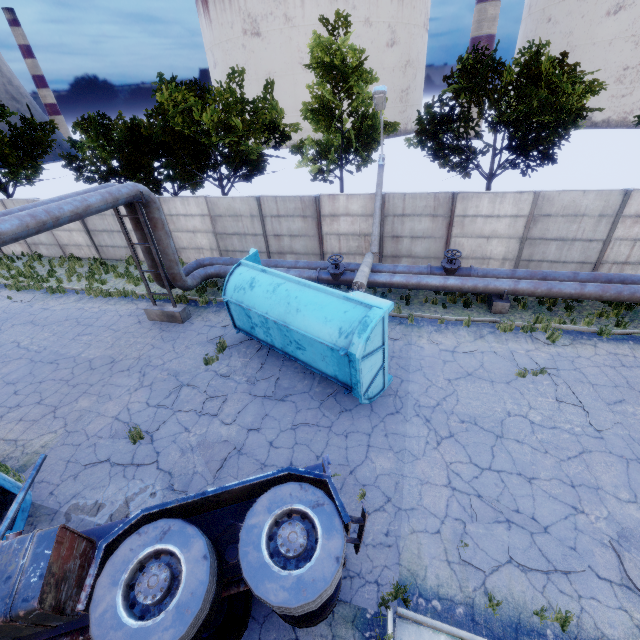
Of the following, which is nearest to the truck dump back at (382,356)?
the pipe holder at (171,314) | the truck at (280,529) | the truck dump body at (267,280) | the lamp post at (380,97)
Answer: the truck dump body at (267,280)

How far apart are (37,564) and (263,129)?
17.9m

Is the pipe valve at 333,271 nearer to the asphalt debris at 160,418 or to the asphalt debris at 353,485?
the asphalt debris at 160,418

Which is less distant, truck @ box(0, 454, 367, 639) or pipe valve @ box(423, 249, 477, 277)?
truck @ box(0, 454, 367, 639)

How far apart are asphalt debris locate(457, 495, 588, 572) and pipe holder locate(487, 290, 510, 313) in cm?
745

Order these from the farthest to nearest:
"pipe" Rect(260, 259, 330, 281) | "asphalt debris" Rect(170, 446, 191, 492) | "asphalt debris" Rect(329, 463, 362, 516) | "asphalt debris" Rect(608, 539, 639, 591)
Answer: "pipe" Rect(260, 259, 330, 281) → "asphalt debris" Rect(170, 446, 191, 492) → "asphalt debris" Rect(329, 463, 362, 516) → "asphalt debris" Rect(608, 539, 639, 591)

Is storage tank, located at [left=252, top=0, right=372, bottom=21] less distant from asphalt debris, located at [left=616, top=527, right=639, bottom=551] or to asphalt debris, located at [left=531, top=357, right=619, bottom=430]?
asphalt debris, located at [left=531, top=357, right=619, bottom=430]

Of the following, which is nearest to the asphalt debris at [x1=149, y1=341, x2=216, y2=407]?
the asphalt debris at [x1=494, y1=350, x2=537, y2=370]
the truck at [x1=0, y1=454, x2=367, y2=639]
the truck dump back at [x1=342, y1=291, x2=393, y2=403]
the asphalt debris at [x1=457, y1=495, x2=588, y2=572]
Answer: the truck at [x1=0, y1=454, x2=367, y2=639]
